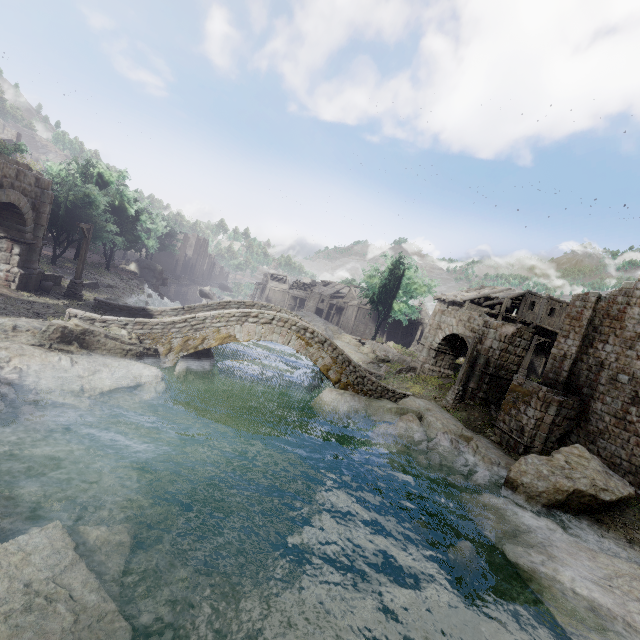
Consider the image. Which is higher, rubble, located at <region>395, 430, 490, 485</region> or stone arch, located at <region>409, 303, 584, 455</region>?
stone arch, located at <region>409, 303, 584, 455</region>

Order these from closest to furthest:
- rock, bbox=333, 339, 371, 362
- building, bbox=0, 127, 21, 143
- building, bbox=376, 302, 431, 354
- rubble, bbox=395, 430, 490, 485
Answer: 1. rubble, bbox=395, 430, 490, 485
2. rock, bbox=333, 339, 371, 362
3. building, bbox=0, 127, 21, 143
4. building, bbox=376, 302, 431, 354

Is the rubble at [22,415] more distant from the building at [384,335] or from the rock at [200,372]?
the building at [384,335]

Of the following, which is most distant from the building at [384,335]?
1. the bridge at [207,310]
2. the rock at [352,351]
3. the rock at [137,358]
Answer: the rock at [137,358]

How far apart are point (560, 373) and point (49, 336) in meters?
25.1

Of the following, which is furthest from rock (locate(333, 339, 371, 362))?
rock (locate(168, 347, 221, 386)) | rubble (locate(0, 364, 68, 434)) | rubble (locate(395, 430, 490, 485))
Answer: rubble (locate(0, 364, 68, 434))

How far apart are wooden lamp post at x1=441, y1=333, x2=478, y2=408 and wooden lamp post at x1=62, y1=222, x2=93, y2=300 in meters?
24.3 m

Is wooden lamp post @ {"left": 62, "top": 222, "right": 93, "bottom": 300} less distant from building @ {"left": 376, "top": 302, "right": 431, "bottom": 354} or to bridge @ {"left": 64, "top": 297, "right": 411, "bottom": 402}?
bridge @ {"left": 64, "top": 297, "right": 411, "bottom": 402}
